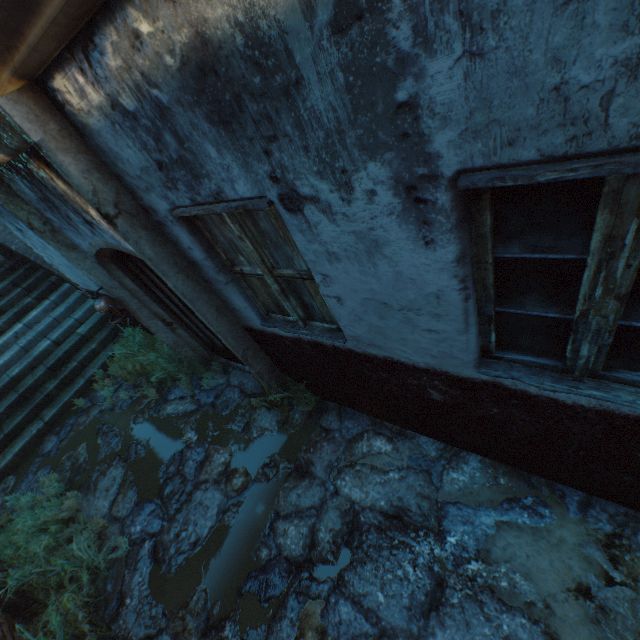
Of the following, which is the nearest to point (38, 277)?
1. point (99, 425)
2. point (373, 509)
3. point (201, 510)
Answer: point (99, 425)

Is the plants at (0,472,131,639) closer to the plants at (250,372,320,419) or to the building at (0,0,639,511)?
the building at (0,0,639,511)

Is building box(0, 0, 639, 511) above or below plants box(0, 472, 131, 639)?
above

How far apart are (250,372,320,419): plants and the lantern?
1.91m

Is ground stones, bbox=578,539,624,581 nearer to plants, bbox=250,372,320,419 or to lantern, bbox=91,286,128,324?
plants, bbox=250,372,320,419

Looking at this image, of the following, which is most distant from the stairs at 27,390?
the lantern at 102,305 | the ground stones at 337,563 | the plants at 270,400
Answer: the plants at 270,400

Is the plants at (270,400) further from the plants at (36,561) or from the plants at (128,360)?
the plants at (36,561)

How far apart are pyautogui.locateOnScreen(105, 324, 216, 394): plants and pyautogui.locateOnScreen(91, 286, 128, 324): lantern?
1.0m
